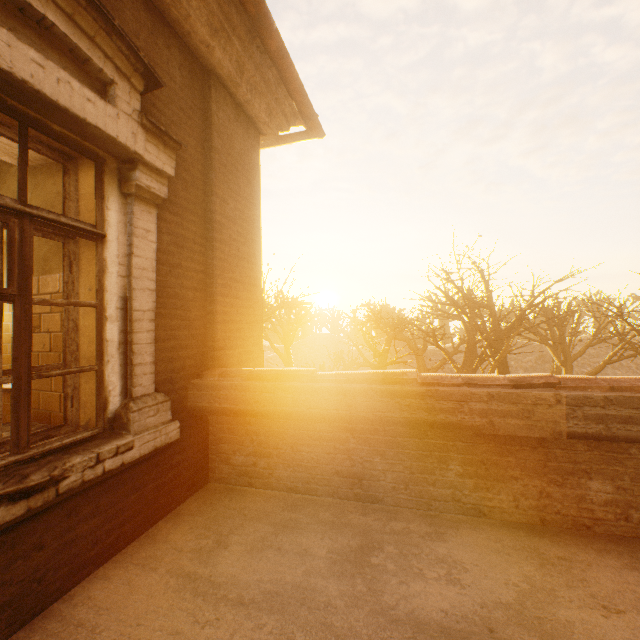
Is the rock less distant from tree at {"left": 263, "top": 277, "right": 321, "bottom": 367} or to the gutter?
tree at {"left": 263, "top": 277, "right": 321, "bottom": 367}

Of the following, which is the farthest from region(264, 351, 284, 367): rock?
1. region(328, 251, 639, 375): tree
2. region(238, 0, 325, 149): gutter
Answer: region(238, 0, 325, 149): gutter

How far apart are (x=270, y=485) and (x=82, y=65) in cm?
350

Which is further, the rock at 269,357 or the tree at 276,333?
the rock at 269,357

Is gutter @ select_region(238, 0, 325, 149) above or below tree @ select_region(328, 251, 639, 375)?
above

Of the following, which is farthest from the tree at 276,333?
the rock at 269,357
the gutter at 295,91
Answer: the rock at 269,357

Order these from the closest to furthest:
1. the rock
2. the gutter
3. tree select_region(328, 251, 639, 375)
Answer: the gutter → tree select_region(328, 251, 639, 375) → the rock
